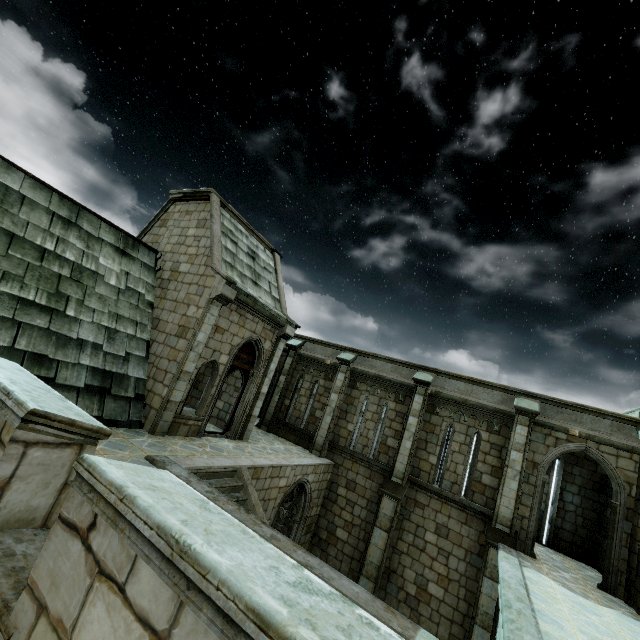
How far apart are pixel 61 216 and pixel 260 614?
11.53m
